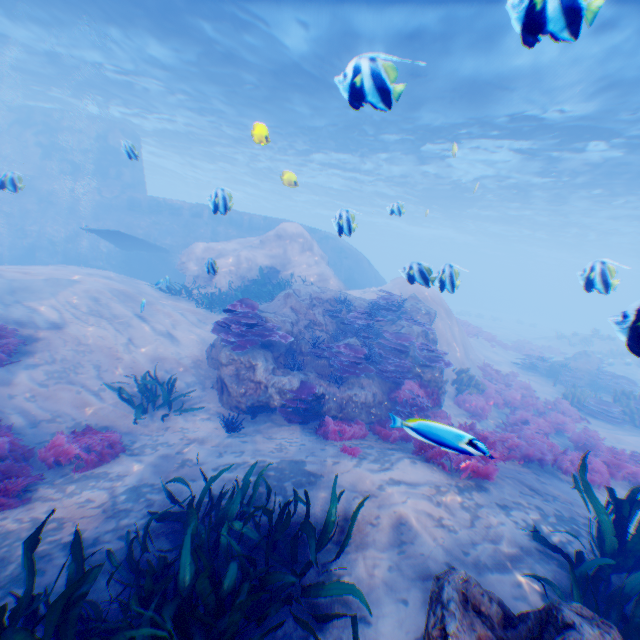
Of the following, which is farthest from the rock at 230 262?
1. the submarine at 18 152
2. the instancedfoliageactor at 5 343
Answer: the instancedfoliageactor at 5 343

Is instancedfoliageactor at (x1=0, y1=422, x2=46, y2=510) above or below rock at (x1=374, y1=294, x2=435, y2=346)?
below

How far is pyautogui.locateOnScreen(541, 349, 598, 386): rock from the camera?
17.8m

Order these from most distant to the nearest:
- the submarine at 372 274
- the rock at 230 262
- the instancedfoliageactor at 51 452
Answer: the submarine at 372 274, the rock at 230 262, the instancedfoliageactor at 51 452

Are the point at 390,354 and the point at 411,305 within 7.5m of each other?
yes

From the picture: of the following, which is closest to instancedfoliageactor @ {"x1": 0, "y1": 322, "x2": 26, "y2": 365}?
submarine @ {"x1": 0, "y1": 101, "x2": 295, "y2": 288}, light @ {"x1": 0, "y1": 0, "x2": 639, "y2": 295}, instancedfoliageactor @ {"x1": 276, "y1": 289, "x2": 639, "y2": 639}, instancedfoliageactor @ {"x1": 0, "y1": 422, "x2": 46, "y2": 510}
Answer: instancedfoliageactor @ {"x1": 0, "y1": 422, "x2": 46, "y2": 510}

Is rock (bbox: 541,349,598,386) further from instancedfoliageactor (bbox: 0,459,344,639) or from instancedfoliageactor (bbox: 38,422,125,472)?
instancedfoliageactor (bbox: 38,422,125,472)

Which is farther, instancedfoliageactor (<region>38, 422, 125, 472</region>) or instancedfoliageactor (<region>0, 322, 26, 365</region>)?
instancedfoliageactor (<region>0, 322, 26, 365</region>)
